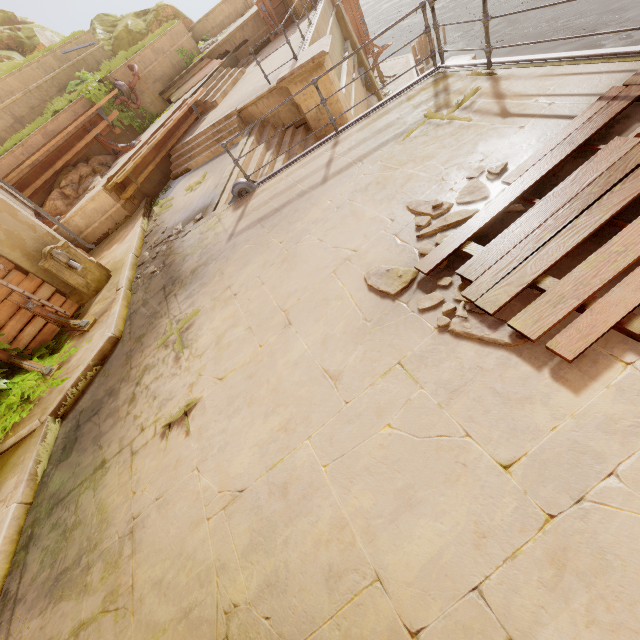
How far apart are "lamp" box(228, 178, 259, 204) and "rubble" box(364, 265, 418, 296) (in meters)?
4.29

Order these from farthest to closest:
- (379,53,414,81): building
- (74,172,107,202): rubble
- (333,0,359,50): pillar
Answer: (379,53,414,81): building
(333,0,359,50): pillar
(74,172,107,202): rubble

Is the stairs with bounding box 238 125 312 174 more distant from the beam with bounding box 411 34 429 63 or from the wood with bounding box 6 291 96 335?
the beam with bounding box 411 34 429 63

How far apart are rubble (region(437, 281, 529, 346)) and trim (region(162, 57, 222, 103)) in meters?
15.7

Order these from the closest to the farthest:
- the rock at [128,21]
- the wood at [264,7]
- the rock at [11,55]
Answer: →
1. the wood at [264,7]
2. the rock at [11,55]
3. the rock at [128,21]

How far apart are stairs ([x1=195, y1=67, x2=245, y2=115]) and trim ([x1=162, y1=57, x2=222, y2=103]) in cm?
23

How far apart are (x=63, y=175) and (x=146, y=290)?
7.7m

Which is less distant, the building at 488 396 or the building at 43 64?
the building at 488 396
